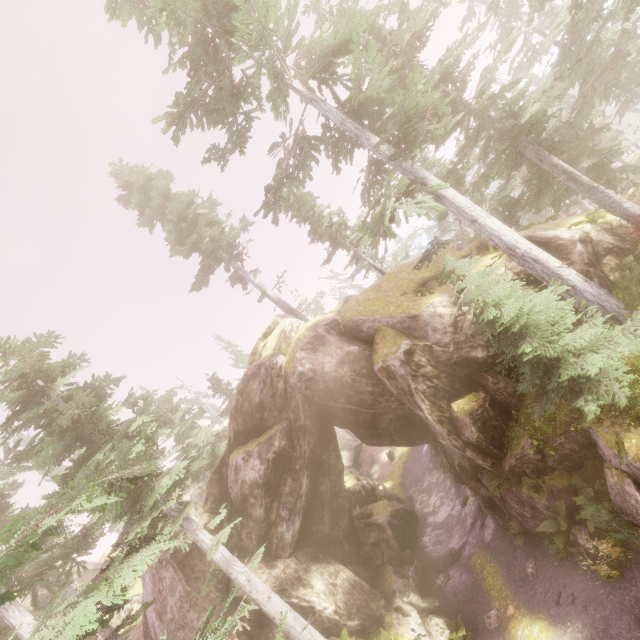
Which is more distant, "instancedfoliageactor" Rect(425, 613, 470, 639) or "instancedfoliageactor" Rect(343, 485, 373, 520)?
"instancedfoliageactor" Rect(343, 485, 373, 520)

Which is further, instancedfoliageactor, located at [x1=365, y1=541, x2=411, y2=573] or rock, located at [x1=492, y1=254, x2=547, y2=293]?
instancedfoliageactor, located at [x1=365, y1=541, x2=411, y2=573]

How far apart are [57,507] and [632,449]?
14.04m

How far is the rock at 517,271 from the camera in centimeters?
1342cm

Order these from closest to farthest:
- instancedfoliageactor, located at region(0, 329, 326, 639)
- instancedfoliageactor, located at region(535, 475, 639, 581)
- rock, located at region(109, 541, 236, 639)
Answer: instancedfoliageactor, located at region(0, 329, 326, 639), instancedfoliageactor, located at region(535, 475, 639, 581), rock, located at region(109, 541, 236, 639)

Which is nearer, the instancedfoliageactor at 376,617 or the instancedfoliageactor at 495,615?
the instancedfoliageactor at 495,615

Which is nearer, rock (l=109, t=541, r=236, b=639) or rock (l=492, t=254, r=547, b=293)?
rock (l=492, t=254, r=547, b=293)

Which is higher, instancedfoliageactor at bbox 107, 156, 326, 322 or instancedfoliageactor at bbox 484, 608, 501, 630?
instancedfoliageactor at bbox 107, 156, 326, 322
